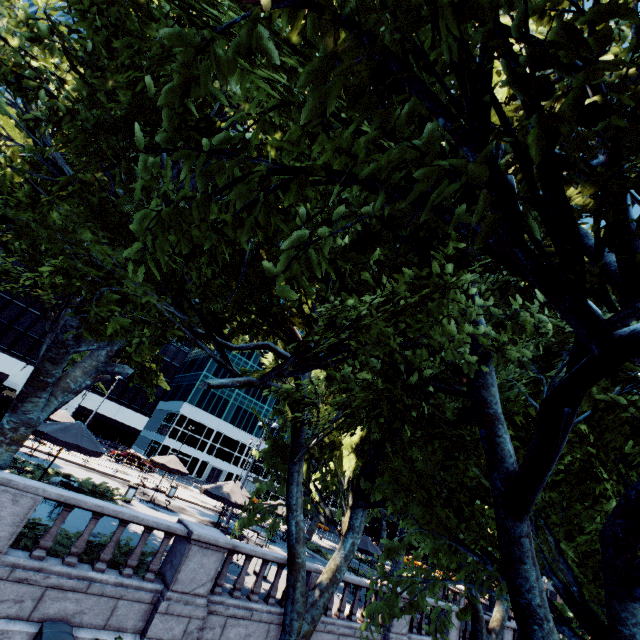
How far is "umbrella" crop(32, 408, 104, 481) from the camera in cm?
1112

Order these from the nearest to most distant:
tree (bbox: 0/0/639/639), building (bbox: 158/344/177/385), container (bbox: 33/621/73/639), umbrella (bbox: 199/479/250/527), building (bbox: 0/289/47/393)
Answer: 1. tree (bbox: 0/0/639/639)
2. container (bbox: 33/621/73/639)
3. umbrella (bbox: 199/479/250/527)
4. building (bbox: 0/289/47/393)
5. building (bbox: 158/344/177/385)

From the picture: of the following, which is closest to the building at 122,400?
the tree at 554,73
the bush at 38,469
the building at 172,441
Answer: the building at 172,441

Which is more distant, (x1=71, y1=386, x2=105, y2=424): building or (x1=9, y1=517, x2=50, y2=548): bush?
(x1=71, y1=386, x2=105, y2=424): building

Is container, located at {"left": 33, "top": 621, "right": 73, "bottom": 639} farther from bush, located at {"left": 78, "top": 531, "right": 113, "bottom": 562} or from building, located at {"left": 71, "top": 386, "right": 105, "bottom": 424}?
building, located at {"left": 71, "top": 386, "right": 105, "bottom": 424}

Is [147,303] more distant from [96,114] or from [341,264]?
[341,264]

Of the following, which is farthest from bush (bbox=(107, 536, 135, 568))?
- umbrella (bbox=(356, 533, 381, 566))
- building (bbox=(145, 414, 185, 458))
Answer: building (bbox=(145, 414, 185, 458))

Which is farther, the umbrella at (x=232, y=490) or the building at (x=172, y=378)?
the building at (x=172, y=378)
